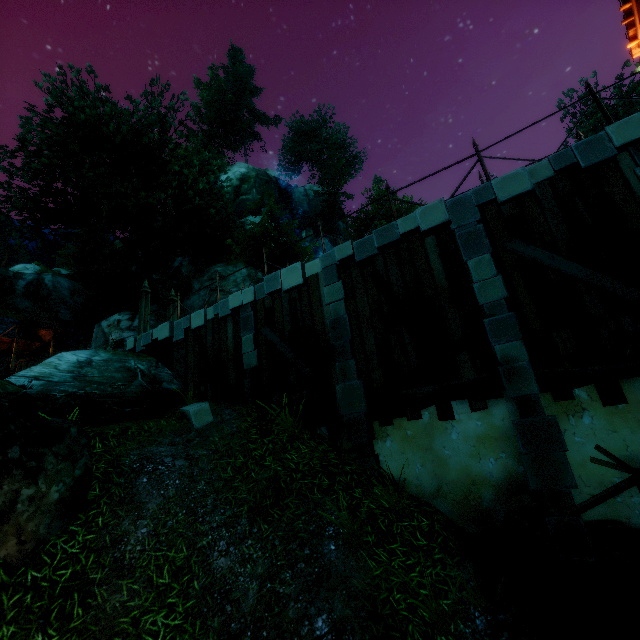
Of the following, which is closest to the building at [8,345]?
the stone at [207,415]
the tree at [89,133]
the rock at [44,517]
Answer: the tree at [89,133]

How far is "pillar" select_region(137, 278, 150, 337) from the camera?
13.46m

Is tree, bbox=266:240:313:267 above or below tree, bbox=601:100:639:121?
below

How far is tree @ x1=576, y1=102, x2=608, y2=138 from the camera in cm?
2698

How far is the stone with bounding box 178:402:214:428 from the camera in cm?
822

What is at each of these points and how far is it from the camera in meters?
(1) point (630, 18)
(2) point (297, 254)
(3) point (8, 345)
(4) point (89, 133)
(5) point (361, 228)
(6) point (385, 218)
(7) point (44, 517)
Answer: (1) building, 7.7
(2) tree, 26.5
(3) building, 20.2
(4) tree, 16.9
(5) tree, 37.1
(6) tree, 41.2
(7) rock, 5.0

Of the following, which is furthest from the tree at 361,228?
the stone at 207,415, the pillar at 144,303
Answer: the stone at 207,415

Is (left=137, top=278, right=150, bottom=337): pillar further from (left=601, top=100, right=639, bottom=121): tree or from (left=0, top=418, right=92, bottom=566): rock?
(left=0, top=418, right=92, bottom=566): rock
